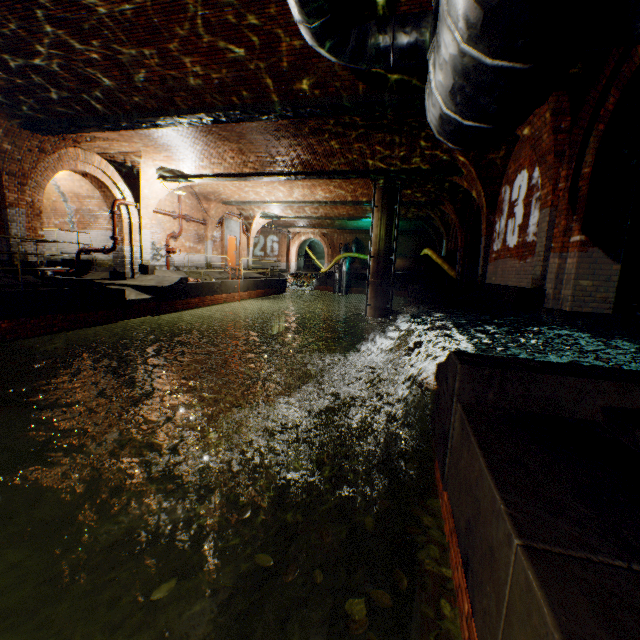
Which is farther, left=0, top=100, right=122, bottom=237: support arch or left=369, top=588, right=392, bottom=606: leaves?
left=0, top=100, right=122, bottom=237: support arch

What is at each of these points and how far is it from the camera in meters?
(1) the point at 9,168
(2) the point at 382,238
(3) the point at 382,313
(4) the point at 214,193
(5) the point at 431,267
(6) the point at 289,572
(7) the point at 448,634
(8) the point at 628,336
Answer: (1) support arch, 9.1
(2) pipe, 14.0
(3) pipe, 14.5
(4) support arch, 17.0
(5) pipe, 19.5
(6) leaves, 2.2
(7) leaves, 1.9
(8) building tunnel, 5.4

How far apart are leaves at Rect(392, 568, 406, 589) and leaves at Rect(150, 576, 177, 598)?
1.54m

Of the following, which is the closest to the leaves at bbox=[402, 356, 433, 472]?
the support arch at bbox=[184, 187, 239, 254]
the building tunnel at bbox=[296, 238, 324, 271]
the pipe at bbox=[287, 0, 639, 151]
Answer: the pipe at bbox=[287, 0, 639, 151]

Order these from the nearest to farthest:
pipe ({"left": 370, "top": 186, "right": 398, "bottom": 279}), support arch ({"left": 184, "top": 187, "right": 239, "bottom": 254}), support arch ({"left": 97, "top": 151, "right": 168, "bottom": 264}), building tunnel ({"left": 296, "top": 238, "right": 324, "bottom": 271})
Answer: support arch ({"left": 97, "top": 151, "right": 168, "bottom": 264}) < pipe ({"left": 370, "top": 186, "right": 398, "bottom": 279}) < support arch ({"left": 184, "top": 187, "right": 239, "bottom": 254}) < building tunnel ({"left": 296, "top": 238, "right": 324, "bottom": 271})

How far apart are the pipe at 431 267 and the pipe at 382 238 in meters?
5.6 m

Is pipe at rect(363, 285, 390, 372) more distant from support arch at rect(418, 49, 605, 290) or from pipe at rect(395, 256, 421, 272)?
pipe at rect(395, 256, 421, 272)

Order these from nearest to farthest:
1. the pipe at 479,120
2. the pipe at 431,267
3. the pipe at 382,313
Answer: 1. the pipe at 479,120
2. the pipe at 382,313
3. the pipe at 431,267
